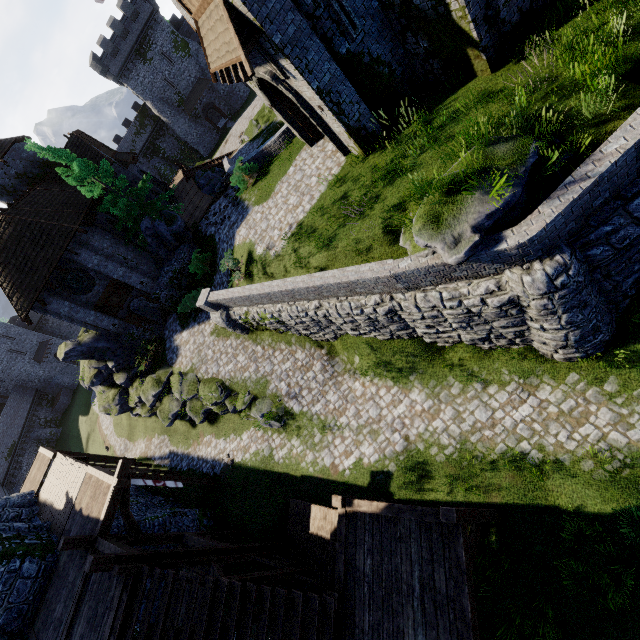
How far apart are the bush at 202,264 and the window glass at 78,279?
6.7m

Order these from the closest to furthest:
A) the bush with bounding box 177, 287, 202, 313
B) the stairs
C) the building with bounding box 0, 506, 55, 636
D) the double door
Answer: the stairs
the double door
the building with bounding box 0, 506, 55, 636
the bush with bounding box 177, 287, 202, 313

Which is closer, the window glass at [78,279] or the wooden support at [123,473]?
the wooden support at [123,473]

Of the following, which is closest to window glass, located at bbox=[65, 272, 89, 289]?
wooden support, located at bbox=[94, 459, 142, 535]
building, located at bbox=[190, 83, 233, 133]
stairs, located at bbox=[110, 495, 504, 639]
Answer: wooden support, located at bbox=[94, 459, 142, 535]

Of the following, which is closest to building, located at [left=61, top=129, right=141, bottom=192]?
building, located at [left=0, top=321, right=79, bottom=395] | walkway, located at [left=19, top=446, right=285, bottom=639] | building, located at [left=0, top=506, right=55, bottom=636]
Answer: walkway, located at [left=19, top=446, right=285, bottom=639]

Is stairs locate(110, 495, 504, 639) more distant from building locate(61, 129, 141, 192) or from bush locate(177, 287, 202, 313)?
building locate(61, 129, 141, 192)

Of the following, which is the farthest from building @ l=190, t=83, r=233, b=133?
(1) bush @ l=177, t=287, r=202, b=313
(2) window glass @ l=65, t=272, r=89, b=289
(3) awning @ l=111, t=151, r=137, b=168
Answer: (1) bush @ l=177, t=287, r=202, b=313

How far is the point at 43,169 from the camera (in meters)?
26.80
